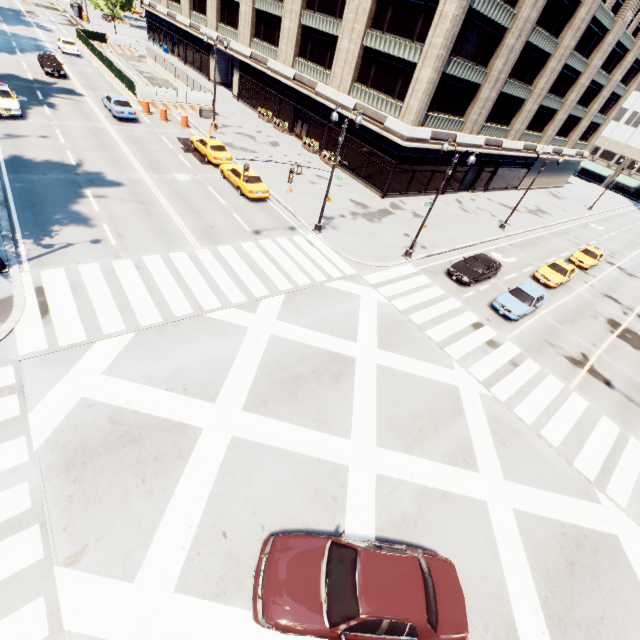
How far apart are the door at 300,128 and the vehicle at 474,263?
24.48m

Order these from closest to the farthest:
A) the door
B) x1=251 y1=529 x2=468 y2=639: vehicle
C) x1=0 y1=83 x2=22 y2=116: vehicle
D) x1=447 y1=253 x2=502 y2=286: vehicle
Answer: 1. x1=251 y1=529 x2=468 y2=639: vehicle
2. x1=447 y1=253 x2=502 y2=286: vehicle
3. x1=0 y1=83 x2=22 y2=116: vehicle
4. the door

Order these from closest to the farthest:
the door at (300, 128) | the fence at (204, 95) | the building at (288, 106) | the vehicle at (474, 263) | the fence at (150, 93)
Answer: the vehicle at (474, 263)
the building at (288, 106)
the fence at (150, 93)
the fence at (204, 95)
the door at (300, 128)

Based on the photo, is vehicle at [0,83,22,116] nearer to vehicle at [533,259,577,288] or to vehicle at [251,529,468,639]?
vehicle at [251,529,468,639]

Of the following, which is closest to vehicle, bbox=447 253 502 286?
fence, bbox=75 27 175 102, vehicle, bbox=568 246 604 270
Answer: vehicle, bbox=568 246 604 270

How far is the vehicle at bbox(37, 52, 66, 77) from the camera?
32.5 meters

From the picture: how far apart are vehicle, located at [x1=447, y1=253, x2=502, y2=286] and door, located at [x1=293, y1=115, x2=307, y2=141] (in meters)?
24.48

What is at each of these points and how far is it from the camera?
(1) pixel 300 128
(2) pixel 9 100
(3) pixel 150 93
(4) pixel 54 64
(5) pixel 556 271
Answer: (1) door, 37.53m
(2) vehicle, 23.70m
(3) fence, 32.34m
(4) vehicle, 33.25m
(5) vehicle, 25.64m
